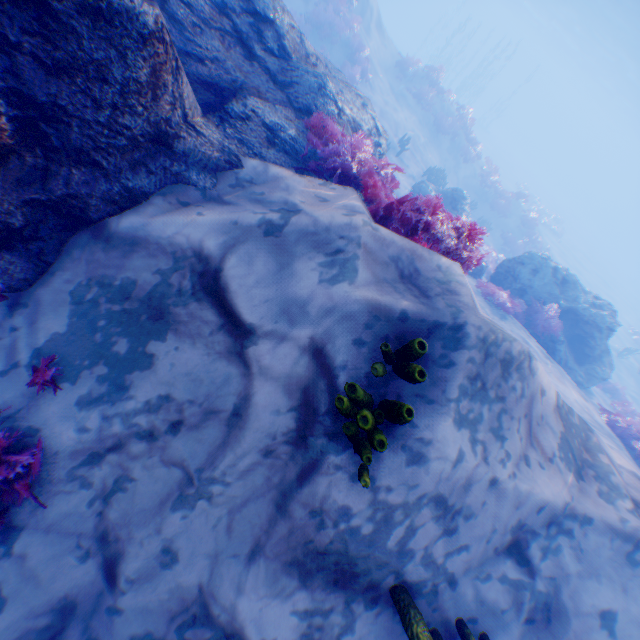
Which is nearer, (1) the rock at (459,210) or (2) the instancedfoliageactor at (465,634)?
(2) the instancedfoliageactor at (465,634)

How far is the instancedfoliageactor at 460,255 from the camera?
3.9m

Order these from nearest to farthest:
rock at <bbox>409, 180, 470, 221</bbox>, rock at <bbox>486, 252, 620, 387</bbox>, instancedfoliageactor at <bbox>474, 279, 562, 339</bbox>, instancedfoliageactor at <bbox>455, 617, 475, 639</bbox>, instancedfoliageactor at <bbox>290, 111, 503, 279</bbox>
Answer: instancedfoliageactor at <bbox>455, 617, 475, 639</bbox> < instancedfoliageactor at <bbox>290, 111, 503, 279</bbox> < instancedfoliageactor at <bbox>474, 279, 562, 339</bbox> < rock at <bbox>486, 252, 620, 387</bbox> < rock at <bbox>409, 180, 470, 221</bbox>

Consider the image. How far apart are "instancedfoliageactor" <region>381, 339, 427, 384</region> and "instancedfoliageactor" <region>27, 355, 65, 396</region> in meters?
2.7

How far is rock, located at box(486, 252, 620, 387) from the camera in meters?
11.1 m

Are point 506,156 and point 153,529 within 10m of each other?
no

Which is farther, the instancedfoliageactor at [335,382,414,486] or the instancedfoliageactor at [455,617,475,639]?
the instancedfoliageactor at [455,617,475,639]

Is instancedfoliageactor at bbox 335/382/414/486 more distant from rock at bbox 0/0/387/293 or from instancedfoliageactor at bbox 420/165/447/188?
rock at bbox 0/0/387/293
